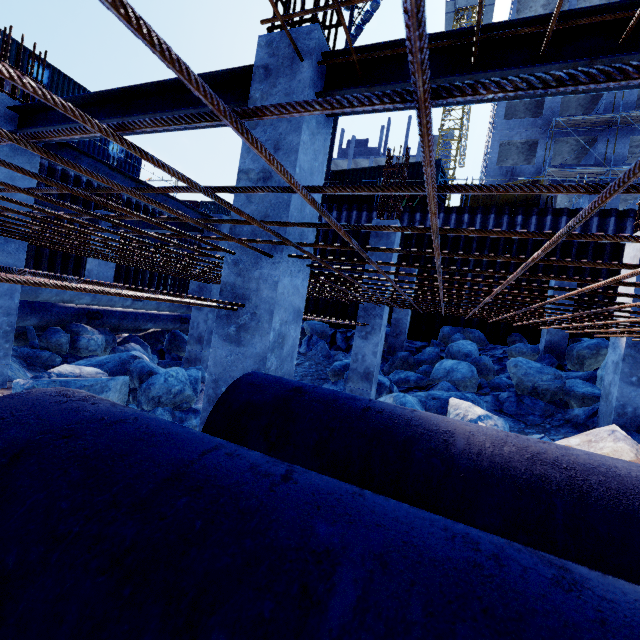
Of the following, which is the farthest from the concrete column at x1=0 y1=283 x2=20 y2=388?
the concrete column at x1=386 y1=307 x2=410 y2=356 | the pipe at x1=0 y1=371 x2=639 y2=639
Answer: the concrete column at x1=386 y1=307 x2=410 y2=356

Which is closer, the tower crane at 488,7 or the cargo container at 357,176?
the cargo container at 357,176

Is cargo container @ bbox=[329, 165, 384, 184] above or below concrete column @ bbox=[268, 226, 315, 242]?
above

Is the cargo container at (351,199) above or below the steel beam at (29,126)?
above

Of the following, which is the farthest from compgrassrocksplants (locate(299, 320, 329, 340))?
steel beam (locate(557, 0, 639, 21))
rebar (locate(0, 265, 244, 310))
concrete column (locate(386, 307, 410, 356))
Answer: steel beam (locate(557, 0, 639, 21))

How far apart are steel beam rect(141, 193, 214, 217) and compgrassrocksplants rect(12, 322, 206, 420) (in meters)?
3.65

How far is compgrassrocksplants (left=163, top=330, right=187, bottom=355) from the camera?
11.9m

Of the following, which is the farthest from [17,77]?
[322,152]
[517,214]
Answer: [517,214]
